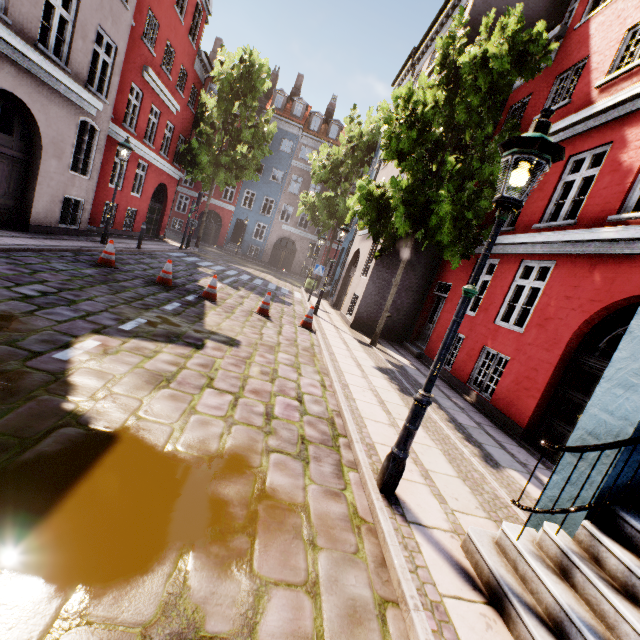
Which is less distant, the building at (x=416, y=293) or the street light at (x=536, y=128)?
the street light at (x=536, y=128)

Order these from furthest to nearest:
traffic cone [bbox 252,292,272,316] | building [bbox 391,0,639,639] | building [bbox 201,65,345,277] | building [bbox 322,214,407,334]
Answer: building [bbox 201,65,345,277], building [bbox 322,214,407,334], traffic cone [bbox 252,292,272,316], building [bbox 391,0,639,639]

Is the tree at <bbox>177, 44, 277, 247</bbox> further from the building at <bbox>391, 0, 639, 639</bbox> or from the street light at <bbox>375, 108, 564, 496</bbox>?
the street light at <bbox>375, 108, 564, 496</bbox>

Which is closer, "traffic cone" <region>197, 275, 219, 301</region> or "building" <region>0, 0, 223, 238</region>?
"building" <region>0, 0, 223, 238</region>

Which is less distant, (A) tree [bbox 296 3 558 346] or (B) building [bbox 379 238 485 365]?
(A) tree [bbox 296 3 558 346]

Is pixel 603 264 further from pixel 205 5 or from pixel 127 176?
pixel 205 5

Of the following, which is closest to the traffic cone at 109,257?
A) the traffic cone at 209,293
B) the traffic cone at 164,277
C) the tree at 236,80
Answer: the traffic cone at 164,277

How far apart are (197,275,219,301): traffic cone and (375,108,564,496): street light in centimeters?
→ 742cm
